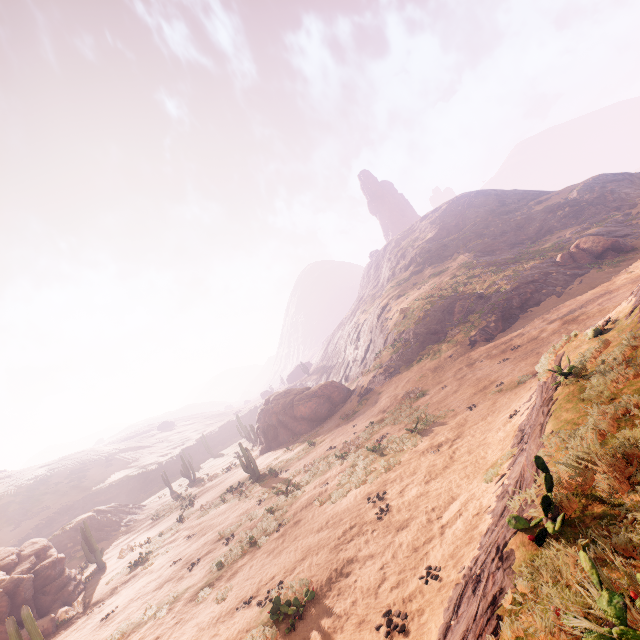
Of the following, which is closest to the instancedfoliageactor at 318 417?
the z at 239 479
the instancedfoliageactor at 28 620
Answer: the z at 239 479

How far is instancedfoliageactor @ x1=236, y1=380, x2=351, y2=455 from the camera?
32.0m

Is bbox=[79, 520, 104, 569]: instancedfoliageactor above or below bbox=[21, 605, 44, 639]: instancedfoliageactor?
below

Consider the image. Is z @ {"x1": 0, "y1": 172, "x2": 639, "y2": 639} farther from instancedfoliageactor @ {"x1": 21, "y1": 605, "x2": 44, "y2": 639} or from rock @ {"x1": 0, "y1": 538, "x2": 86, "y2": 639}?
rock @ {"x1": 0, "y1": 538, "x2": 86, "y2": 639}

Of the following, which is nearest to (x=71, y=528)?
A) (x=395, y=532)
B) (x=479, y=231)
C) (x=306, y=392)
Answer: (x=306, y=392)

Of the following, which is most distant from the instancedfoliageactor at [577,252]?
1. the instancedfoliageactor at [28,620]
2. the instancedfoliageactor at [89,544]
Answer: the instancedfoliageactor at [89,544]

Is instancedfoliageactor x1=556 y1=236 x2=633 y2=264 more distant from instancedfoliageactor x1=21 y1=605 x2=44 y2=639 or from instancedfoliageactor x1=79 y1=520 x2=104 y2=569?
instancedfoliageactor x1=79 y1=520 x2=104 y2=569
